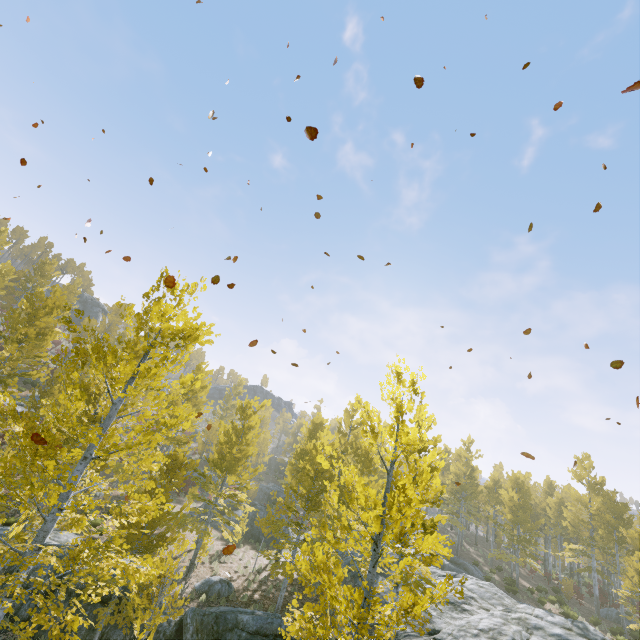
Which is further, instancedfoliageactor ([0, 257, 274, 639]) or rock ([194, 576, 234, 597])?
rock ([194, 576, 234, 597])

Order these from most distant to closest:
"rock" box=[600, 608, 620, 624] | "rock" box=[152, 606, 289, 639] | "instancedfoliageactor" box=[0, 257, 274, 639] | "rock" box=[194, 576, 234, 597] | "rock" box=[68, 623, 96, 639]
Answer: "rock" box=[600, 608, 620, 624] → "rock" box=[194, 576, 234, 597] → "rock" box=[68, 623, 96, 639] → "rock" box=[152, 606, 289, 639] → "instancedfoliageactor" box=[0, 257, 274, 639]

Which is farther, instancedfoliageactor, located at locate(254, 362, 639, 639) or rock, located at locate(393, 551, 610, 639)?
rock, located at locate(393, 551, 610, 639)

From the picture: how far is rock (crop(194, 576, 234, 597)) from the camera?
15.0 meters

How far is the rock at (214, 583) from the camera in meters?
15.0

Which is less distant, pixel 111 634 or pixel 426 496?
pixel 426 496

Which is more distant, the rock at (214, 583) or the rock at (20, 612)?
the rock at (214, 583)

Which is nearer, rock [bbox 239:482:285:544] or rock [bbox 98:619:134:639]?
rock [bbox 98:619:134:639]
